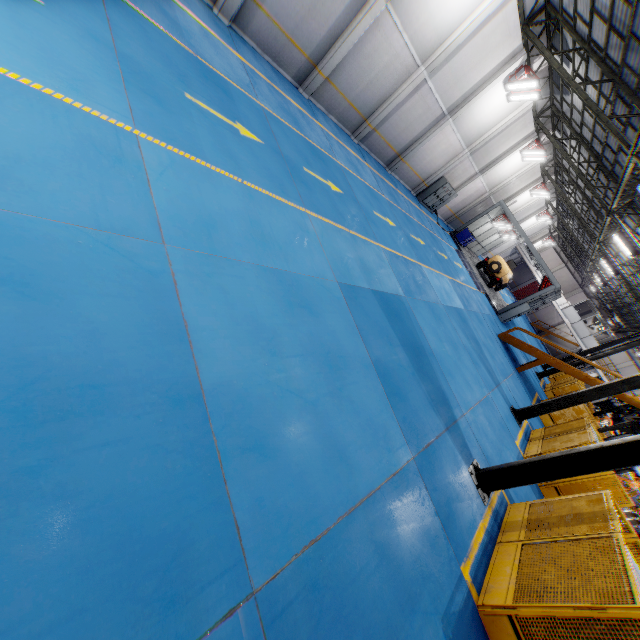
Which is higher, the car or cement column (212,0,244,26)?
the car

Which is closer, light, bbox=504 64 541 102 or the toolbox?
light, bbox=504 64 541 102

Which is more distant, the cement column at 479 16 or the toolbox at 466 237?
the toolbox at 466 237

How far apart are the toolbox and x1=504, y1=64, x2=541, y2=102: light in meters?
10.9

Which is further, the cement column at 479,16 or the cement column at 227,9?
the cement column at 479,16

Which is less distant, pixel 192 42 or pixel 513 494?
pixel 192 42

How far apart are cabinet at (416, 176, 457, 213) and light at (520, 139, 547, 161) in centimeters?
479cm

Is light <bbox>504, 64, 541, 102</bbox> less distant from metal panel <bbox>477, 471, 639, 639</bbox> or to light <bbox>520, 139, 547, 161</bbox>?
light <bbox>520, 139, 547, 161</bbox>
